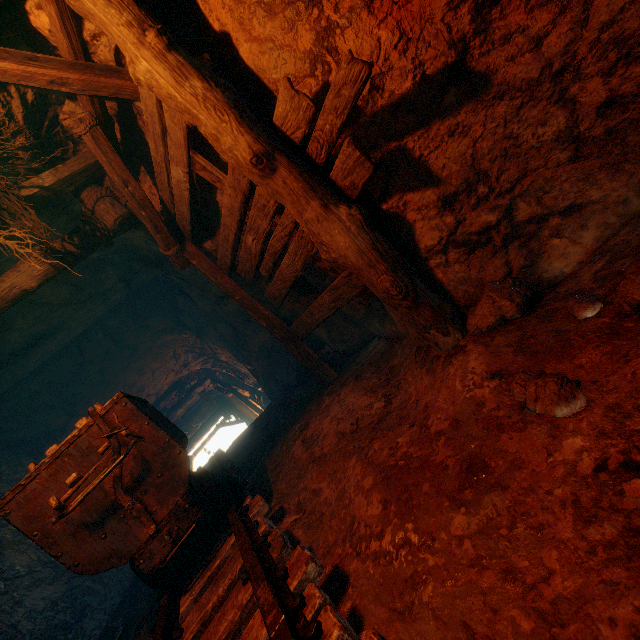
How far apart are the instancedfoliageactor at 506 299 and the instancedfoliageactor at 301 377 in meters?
4.0

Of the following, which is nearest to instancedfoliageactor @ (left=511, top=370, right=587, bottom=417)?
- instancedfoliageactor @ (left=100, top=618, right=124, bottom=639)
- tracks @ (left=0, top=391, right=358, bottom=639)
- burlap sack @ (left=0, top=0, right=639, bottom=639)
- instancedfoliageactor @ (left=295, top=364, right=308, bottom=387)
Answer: burlap sack @ (left=0, top=0, right=639, bottom=639)

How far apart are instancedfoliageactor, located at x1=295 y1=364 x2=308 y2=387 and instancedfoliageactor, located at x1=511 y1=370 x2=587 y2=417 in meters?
4.6 m

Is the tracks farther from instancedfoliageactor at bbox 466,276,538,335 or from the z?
instancedfoliageactor at bbox 466,276,538,335

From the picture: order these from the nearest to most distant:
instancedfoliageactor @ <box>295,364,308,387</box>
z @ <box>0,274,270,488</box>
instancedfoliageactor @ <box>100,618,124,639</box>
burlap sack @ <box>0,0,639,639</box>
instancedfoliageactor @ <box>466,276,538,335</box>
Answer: burlap sack @ <box>0,0,639,639</box>, instancedfoliageactor @ <box>466,276,538,335</box>, instancedfoliageactor @ <box>100,618,124,639</box>, instancedfoliageactor @ <box>295,364,308,387</box>, z @ <box>0,274,270,488</box>

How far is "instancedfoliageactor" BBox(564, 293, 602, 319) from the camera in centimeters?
152cm

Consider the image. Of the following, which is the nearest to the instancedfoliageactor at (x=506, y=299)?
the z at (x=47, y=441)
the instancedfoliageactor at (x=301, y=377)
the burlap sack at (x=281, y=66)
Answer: the burlap sack at (x=281, y=66)

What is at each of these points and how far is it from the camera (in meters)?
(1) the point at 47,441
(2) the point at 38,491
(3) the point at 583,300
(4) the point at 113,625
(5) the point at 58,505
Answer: (1) z, 8.07
(2) tracks, 2.24
(3) instancedfoliageactor, 1.57
(4) instancedfoliageactor, 4.31
(5) burlap sack, 2.23
